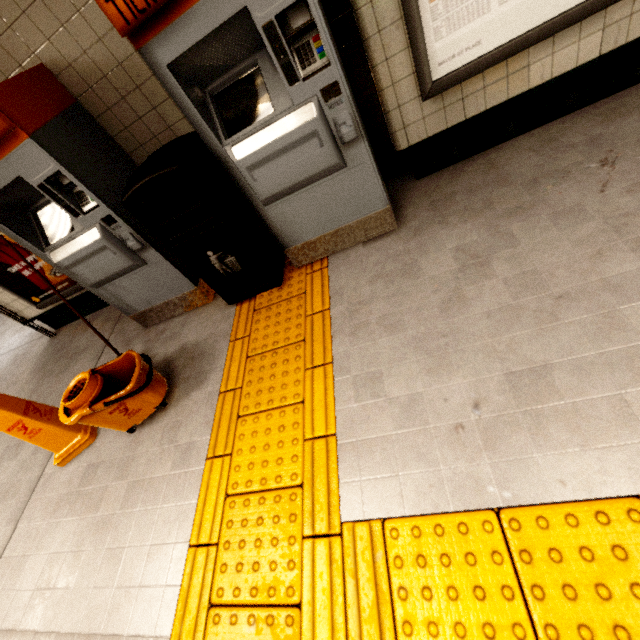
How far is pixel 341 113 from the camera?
1.84m

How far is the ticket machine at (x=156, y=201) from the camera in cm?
265

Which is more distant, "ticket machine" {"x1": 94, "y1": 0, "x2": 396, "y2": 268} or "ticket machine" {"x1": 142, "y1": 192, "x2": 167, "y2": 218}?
"ticket machine" {"x1": 142, "y1": 192, "x2": 167, "y2": 218}

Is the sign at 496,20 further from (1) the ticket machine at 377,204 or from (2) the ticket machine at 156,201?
(2) the ticket machine at 156,201

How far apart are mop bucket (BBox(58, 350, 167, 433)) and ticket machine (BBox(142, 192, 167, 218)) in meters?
0.7 m

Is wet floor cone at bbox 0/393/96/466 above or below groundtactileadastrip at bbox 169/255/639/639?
above

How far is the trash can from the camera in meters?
2.0 m

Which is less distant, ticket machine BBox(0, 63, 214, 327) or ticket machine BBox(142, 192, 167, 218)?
ticket machine BBox(0, 63, 214, 327)
